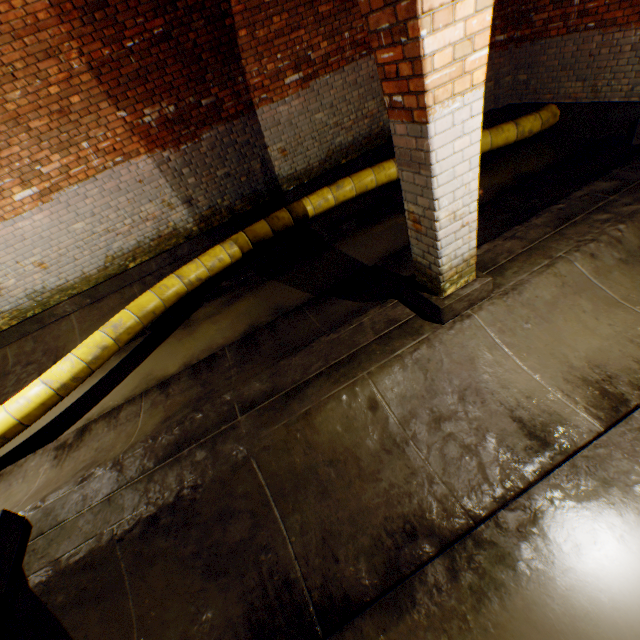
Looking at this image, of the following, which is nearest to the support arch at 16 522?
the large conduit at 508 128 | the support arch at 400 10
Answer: the support arch at 400 10

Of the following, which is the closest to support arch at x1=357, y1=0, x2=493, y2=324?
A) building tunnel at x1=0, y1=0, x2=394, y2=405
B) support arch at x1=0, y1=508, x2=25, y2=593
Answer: building tunnel at x1=0, y1=0, x2=394, y2=405

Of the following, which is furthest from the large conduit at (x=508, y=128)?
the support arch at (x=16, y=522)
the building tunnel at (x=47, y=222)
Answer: the support arch at (x=16, y=522)

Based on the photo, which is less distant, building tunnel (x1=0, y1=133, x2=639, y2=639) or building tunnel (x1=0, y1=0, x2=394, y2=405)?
building tunnel (x1=0, y1=133, x2=639, y2=639)

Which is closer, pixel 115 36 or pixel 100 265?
pixel 115 36

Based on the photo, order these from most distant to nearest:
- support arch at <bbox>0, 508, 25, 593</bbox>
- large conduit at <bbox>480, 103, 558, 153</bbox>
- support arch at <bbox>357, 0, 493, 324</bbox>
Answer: large conduit at <bbox>480, 103, 558, 153</bbox>, support arch at <bbox>0, 508, 25, 593</bbox>, support arch at <bbox>357, 0, 493, 324</bbox>

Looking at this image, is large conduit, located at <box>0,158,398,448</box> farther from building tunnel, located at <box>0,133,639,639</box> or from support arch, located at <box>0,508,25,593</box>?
support arch, located at <box>0,508,25,593</box>

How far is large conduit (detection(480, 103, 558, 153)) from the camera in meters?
6.2 m
